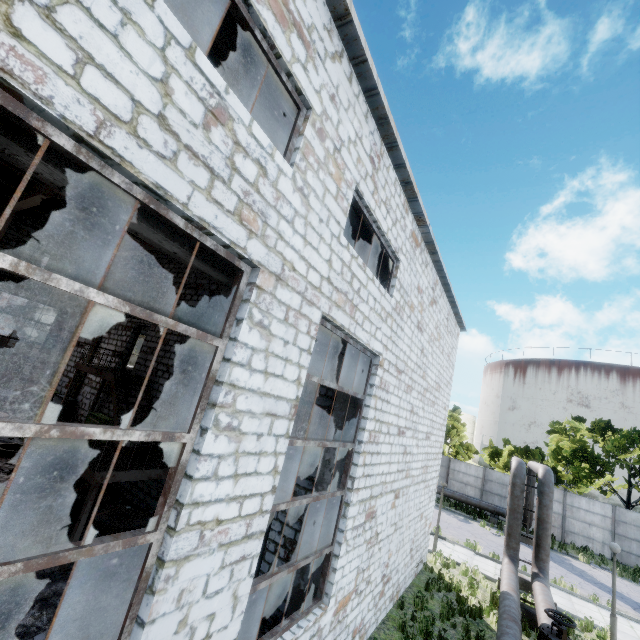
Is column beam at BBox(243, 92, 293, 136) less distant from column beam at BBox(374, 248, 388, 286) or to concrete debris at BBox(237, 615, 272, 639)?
column beam at BBox(374, 248, 388, 286)

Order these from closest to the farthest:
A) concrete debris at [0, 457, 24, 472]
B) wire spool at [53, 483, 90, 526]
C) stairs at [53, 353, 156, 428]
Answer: wire spool at [53, 483, 90, 526]
stairs at [53, 353, 156, 428]
concrete debris at [0, 457, 24, 472]

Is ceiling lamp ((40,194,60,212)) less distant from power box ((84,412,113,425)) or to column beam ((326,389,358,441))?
power box ((84,412,113,425))

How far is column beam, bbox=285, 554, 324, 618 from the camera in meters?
7.0

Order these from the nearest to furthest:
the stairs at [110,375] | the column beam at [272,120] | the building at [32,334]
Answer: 1. the column beam at [272,120]
2. the stairs at [110,375]
3. the building at [32,334]

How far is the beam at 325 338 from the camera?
6.9m

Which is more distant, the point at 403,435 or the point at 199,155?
the point at 403,435

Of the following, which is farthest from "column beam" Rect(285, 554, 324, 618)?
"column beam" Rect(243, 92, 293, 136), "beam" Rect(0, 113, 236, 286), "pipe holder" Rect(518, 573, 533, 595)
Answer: "pipe holder" Rect(518, 573, 533, 595)
